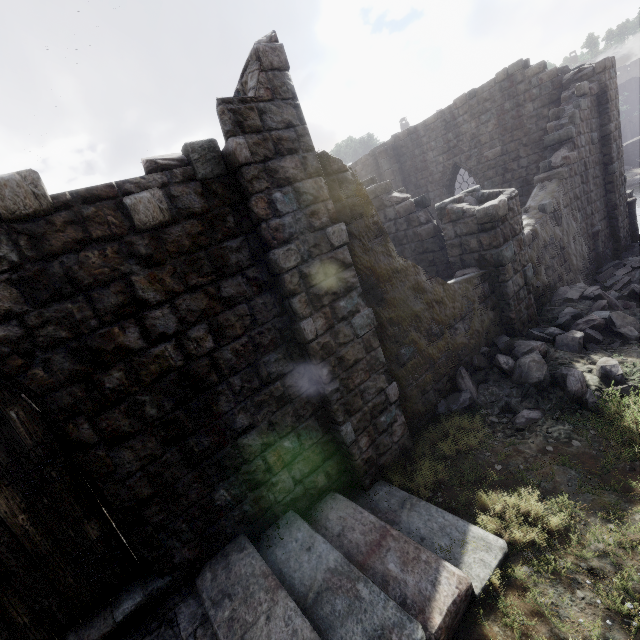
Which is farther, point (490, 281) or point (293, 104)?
point (490, 281)

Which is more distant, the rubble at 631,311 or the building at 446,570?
the rubble at 631,311

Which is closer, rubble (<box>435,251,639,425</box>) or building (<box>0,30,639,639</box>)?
building (<box>0,30,639,639</box>)

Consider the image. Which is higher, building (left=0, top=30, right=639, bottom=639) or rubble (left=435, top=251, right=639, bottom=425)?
building (left=0, top=30, right=639, bottom=639)

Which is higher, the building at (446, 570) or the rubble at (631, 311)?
the building at (446, 570)
